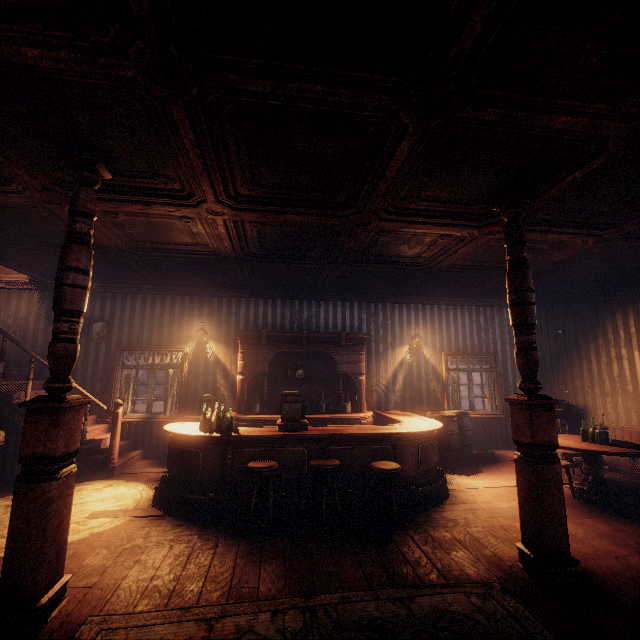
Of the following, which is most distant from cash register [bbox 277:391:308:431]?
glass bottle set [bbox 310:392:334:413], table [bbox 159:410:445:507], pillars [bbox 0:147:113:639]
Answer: pillars [bbox 0:147:113:639]

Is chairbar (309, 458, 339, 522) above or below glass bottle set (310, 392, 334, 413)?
below

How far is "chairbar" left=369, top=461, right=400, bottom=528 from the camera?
4.07m

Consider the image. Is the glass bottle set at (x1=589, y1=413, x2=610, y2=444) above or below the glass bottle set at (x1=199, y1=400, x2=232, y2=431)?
below

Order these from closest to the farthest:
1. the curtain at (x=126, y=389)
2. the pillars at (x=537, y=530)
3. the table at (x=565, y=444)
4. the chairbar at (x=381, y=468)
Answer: the pillars at (x=537, y=530) → the chairbar at (x=381, y=468) → the table at (x=565, y=444) → the curtain at (x=126, y=389)

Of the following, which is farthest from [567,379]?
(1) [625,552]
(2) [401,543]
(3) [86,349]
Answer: (3) [86,349]

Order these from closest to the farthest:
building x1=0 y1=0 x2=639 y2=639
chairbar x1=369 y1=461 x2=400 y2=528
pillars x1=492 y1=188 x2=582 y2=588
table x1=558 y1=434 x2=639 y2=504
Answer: building x1=0 y1=0 x2=639 y2=639, pillars x1=492 y1=188 x2=582 y2=588, chairbar x1=369 y1=461 x2=400 y2=528, table x1=558 y1=434 x2=639 y2=504

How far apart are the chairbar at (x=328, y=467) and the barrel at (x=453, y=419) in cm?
316
